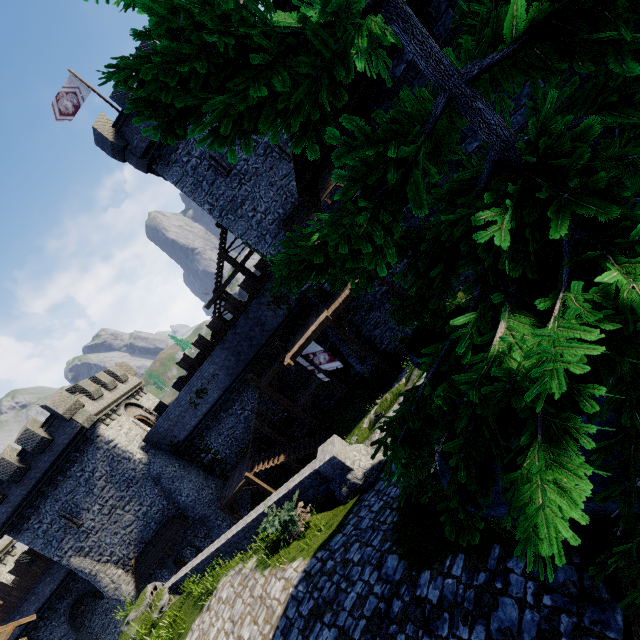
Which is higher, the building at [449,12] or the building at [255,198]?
the building at [255,198]

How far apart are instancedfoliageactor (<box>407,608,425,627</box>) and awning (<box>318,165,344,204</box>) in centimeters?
1772cm

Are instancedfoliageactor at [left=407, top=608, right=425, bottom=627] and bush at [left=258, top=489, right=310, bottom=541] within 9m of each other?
yes

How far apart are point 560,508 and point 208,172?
22.4m

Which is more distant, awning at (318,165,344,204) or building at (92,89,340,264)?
awning at (318,165,344,204)

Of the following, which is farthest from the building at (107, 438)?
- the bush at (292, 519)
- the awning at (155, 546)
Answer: the bush at (292, 519)

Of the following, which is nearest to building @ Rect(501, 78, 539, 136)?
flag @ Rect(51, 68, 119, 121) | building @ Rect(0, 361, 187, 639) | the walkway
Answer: the walkway

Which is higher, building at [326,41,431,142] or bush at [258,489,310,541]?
building at [326,41,431,142]
